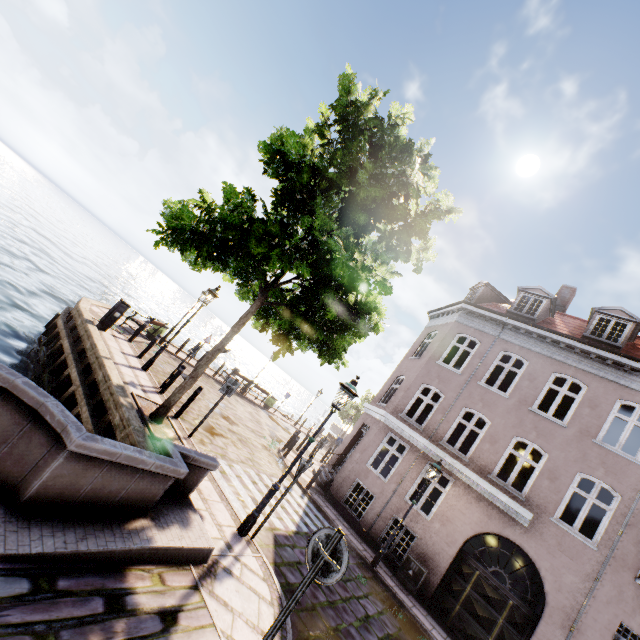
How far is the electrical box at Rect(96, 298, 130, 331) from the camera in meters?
11.6 m

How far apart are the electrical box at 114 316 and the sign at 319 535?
11.15m

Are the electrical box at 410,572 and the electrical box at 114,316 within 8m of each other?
no

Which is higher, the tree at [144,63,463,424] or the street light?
the tree at [144,63,463,424]

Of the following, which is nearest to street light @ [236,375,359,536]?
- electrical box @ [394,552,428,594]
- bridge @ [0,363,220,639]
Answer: bridge @ [0,363,220,639]

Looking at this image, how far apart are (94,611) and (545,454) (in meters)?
13.18

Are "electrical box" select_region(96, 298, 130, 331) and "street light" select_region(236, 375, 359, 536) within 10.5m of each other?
yes

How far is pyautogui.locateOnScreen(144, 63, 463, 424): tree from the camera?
6.6 meters
